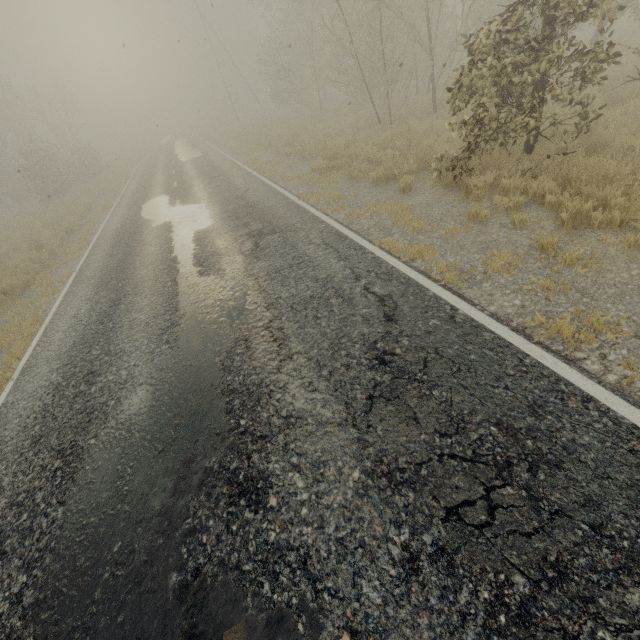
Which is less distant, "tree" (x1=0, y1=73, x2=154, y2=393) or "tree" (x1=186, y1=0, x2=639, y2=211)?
"tree" (x1=186, y1=0, x2=639, y2=211)

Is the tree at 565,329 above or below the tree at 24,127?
below

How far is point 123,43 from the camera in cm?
453

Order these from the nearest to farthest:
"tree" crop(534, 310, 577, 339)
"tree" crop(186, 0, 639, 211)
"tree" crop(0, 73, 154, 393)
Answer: "tree" crop(534, 310, 577, 339), "tree" crop(186, 0, 639, 211), "tree" crop(0, 73, 154, 393)

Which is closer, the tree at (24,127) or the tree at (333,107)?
the tree at (333,107)

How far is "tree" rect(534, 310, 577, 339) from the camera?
3.6 meters
